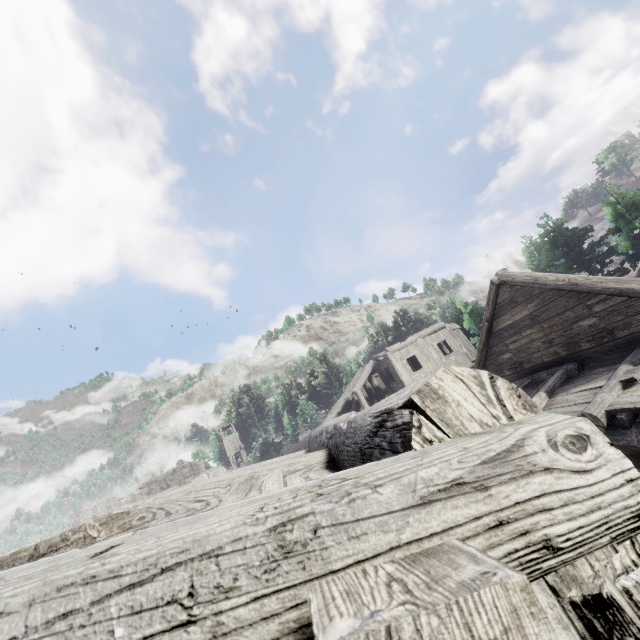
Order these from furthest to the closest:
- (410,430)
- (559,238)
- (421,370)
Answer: (559,238)
(421,370)
(410,430)
